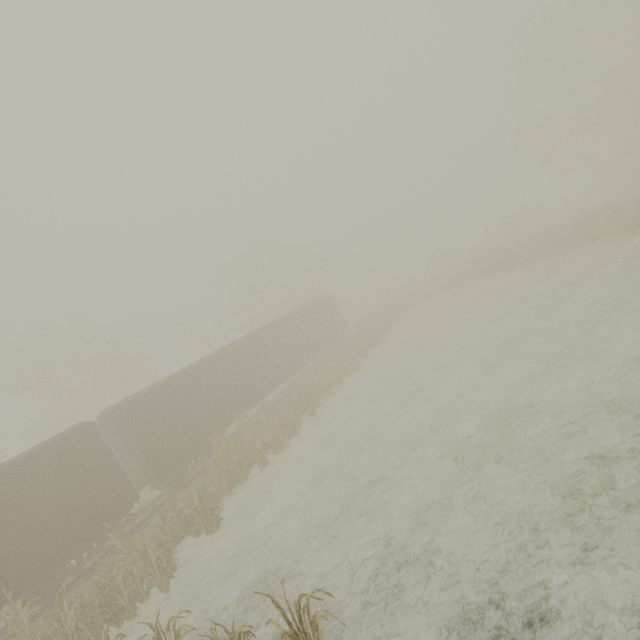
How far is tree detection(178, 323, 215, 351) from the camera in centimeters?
2881cm

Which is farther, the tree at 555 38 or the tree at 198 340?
the tree at 198 340

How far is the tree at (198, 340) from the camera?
28.81m

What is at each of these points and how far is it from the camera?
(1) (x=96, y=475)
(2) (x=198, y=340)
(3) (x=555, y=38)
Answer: (1) boxcar, 12.2m
(2) tree, 30.6m
(3) tree, 28.2m

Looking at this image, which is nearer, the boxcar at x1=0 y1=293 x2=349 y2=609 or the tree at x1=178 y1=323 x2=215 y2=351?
the boxcar at x1=0 y1=293 x2=349 y2=609

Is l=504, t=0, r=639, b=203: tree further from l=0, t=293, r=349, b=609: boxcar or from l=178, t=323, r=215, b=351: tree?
l=178, t=323, r=215, b=351: tree
